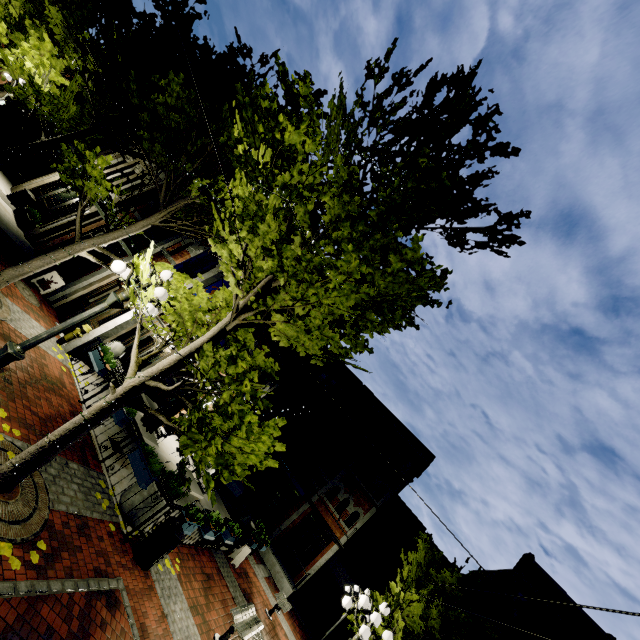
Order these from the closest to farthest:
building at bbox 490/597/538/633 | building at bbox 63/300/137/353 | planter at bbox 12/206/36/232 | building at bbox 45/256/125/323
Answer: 1. building at bbox 63/300/137/353
2. building at bbox 45/256/125/323
3. planter at bbox 12/206/36/232
4. building at bbox 490/597/538/633

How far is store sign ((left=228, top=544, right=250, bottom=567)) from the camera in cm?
1248

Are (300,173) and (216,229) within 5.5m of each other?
yes

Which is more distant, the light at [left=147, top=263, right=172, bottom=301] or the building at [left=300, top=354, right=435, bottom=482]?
the building at [left=300, top=354, right=435, bottom=482]

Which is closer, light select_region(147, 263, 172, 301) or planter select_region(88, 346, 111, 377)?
light select_region(147, 263, 172, 301)

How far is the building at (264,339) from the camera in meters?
15.9

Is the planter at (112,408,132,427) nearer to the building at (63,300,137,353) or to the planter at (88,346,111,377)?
the planter at (88,346,111,377)

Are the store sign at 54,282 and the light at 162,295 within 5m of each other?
no
